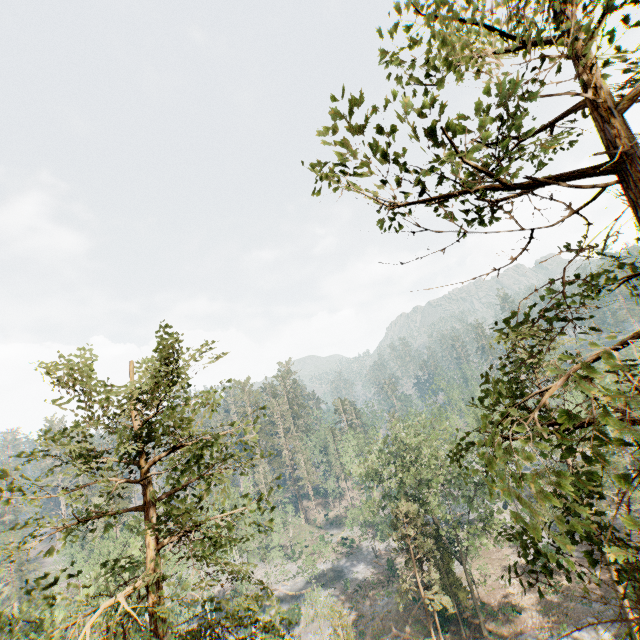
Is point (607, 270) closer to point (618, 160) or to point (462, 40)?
point (618, 160)

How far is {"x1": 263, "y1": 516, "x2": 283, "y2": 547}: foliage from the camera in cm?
997

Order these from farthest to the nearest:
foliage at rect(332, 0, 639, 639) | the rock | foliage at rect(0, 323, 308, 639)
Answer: the rock, foliage at rect(0, 323, 308, 639), foliage at rect(332, 0, 639, 639)

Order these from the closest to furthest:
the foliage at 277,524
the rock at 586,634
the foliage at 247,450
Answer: the foliage at 247,450, the foliage at 277,524, the rock at 586,634

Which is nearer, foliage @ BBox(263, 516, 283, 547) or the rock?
foliage @ BBox(263, 516, 283, 547)

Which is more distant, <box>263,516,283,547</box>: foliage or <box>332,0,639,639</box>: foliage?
<box>263,516,283,547</box>: foliage

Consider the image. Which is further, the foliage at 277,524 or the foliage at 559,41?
the foliage at 277,524
